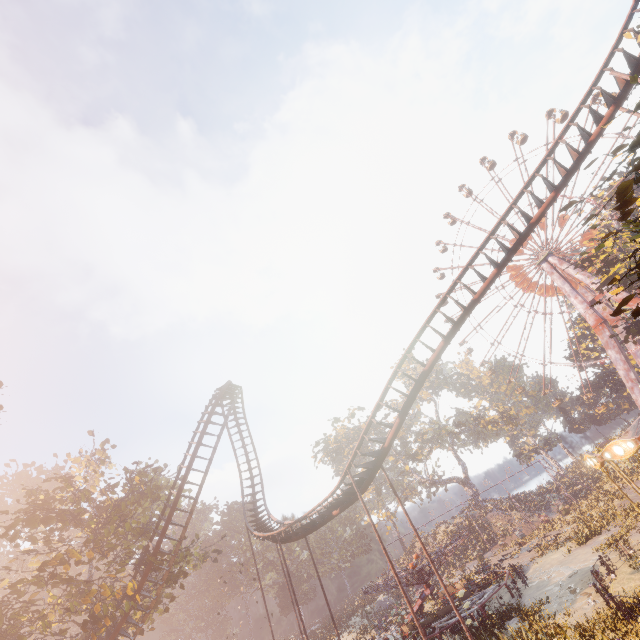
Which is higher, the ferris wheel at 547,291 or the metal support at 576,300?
the ferris wheel at 547,291

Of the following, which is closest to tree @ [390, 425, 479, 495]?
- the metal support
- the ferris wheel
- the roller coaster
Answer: the ferris wheel

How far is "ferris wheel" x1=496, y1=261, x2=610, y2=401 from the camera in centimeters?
4684cm

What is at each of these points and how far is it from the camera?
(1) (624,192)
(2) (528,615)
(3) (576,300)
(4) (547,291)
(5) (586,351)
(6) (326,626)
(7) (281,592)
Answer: (1) instancedfoliageactor, 3.3 meters
(2) instancedfoliageactor, 16.5 meters
(3) metal support, 44.0 meters
(4) ferris wheel, 49.0 meters
(5) instancedfoliageactor, 53.5 meters
(6) instancedfoliageactor, 41.1 meters
(7) instancedfoliageactor, 57.4 meters

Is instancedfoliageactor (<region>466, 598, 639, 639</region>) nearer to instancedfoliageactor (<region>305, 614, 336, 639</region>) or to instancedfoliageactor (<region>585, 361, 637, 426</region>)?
instancedfoliageactor (<region>585, 361, 637, 426</region>)

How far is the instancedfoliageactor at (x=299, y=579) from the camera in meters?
56.2 m

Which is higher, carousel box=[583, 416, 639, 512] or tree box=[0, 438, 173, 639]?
tree box=[0, 438, 173, 639]

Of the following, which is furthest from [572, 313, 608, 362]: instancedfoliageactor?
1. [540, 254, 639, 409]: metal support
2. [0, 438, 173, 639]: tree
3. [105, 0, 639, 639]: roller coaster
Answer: [0, 438, 173, 639]: tree
